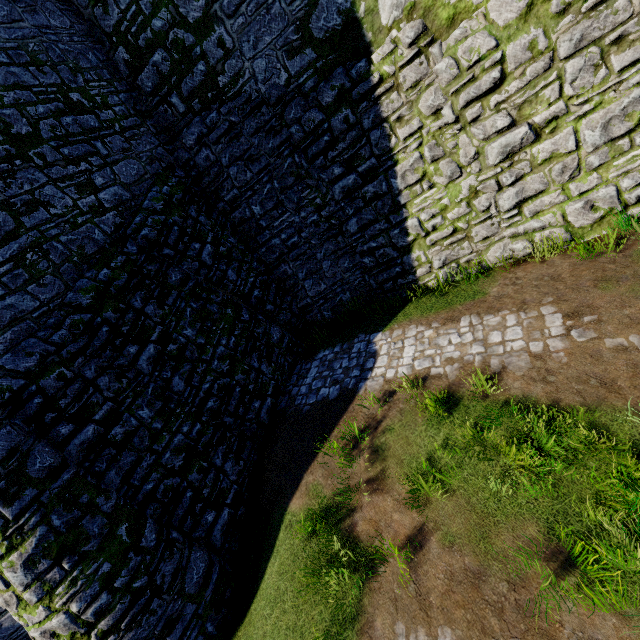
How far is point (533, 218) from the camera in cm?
731
